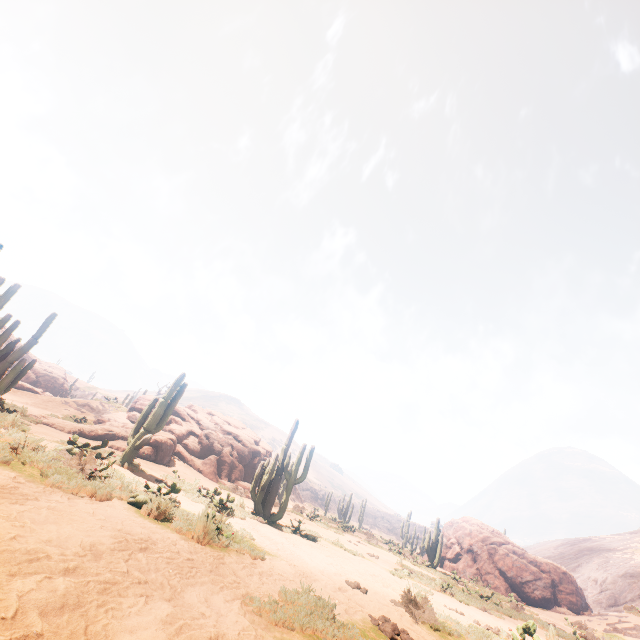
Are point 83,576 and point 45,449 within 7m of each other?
yes

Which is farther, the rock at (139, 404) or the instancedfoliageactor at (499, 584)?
the instancedfoliageactor at (499, 584)

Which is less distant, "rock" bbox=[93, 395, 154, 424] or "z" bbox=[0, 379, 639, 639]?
"z" bbox=[0, 379, 639, 639]

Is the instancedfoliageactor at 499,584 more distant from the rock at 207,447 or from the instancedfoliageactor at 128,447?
Result: the instancedfoliageactor at 128,447

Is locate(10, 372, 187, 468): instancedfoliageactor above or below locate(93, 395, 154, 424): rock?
below

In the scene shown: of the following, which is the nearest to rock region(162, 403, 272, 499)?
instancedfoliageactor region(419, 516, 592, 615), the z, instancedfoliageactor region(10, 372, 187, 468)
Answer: instancedfoliageactor region(419, 516, 592, 615)

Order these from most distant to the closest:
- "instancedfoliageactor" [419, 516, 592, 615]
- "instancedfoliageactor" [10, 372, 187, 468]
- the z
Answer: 1. "instancedfoliageactor" [419, 516, 592, 615]
2. "instancedfoliageactor" [10, 372, 187, 468]
3. the z

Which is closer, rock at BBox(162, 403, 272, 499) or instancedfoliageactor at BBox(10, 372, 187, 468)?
instancedfoliageactor at BBox(10, 372, 187, 468)
